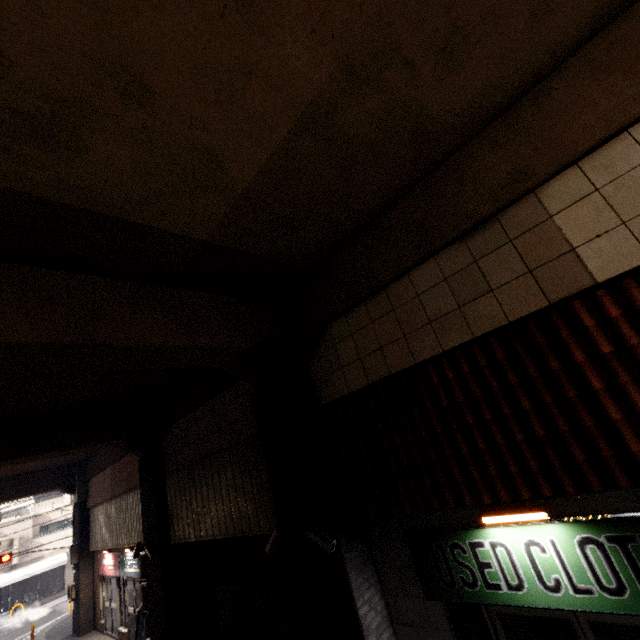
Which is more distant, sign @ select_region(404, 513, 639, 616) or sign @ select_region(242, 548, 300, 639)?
sign @ select_region(242, 548, 300, 639)

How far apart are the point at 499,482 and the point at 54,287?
5.6m

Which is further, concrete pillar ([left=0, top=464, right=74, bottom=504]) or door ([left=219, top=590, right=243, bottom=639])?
concrete pillar ([left=0, top=464, right=74, bottom=504])

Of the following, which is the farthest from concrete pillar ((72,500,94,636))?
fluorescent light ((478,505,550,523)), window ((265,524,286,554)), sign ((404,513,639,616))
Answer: fluorescent light ((478,505,550,523))

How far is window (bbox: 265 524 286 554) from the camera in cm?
506

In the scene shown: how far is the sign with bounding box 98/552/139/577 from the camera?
11.10m

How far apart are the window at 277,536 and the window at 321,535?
0.6m

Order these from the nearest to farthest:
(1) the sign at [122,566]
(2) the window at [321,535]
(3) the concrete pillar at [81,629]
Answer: (2) the window at [321,535], (1) the sign at [122,566], (3) the concrete pillar at [81,629]
